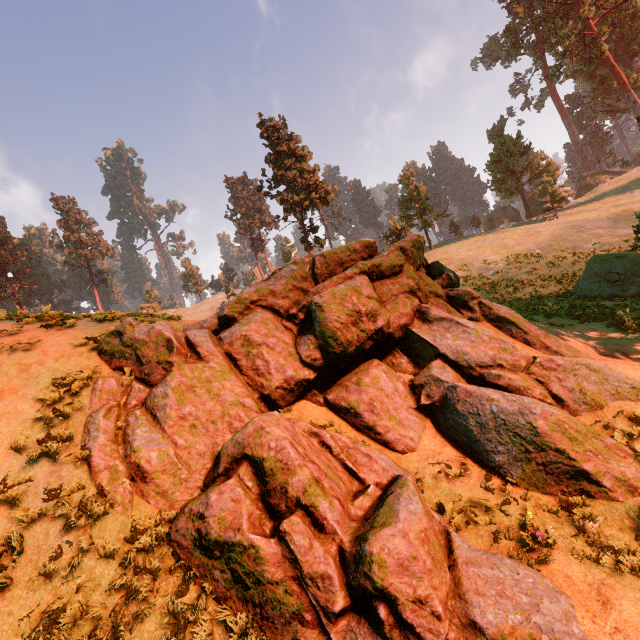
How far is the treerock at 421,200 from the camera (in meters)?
49.06

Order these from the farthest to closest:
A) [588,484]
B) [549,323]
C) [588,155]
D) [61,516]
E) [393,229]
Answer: [588,155] → [393,229] → [549,323] → [588,484] → [61,516]

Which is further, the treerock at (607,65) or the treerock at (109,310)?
the treerock at (607,65)

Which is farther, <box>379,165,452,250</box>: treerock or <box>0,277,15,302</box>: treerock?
<box>0,277,15,302</box>: treerock

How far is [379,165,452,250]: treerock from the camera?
49.1 meters

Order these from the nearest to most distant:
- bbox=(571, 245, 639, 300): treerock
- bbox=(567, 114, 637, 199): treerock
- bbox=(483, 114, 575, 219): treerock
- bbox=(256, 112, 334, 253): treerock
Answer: bbox=(571, 245, 639, 300): treerock, bbox=(256, 112, 334, 253): treerock, bbox=(483, 114, 575, 219): treerock, bbox=(567, 114, 637, 199): treerock
